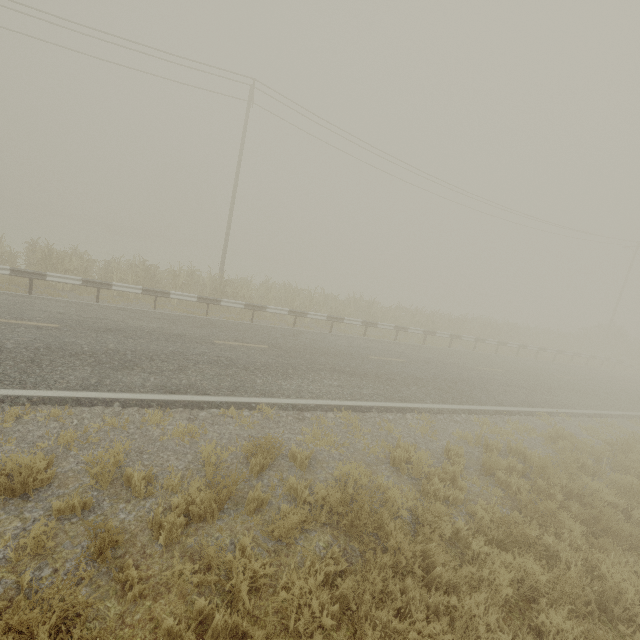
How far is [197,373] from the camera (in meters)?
7.90
